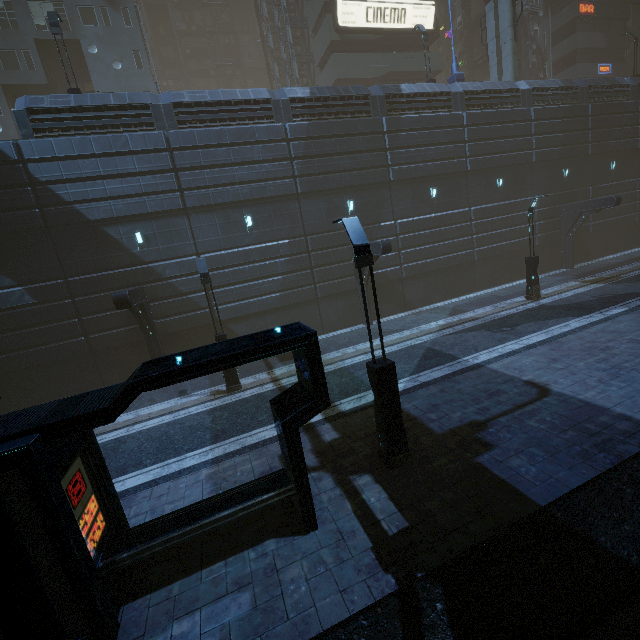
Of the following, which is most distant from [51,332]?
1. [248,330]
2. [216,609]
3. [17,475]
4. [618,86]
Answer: [618,86]

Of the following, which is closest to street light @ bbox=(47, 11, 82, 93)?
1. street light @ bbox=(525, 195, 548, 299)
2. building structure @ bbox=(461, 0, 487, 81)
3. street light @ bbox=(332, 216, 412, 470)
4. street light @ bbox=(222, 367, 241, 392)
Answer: street light @ bbox=(222, 367, 241, 392)

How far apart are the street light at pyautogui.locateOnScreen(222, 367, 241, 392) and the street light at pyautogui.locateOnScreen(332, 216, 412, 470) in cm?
726

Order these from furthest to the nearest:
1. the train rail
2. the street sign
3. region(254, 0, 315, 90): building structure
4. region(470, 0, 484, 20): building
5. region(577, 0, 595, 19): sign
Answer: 1. region(470, 0, 484, 20): building
2. region(577, 0, 595, 19): sign
3. region(254, 0, 315, 90): building structure
4. the street sign
5. the train rail

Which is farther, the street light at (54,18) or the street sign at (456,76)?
the street sign at (456,76)

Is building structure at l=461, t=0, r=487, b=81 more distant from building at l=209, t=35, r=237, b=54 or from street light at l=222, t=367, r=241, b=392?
street light at l=222, t=367, r=241, b=392

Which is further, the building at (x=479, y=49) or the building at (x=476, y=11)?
the building at (x=479, y=49)

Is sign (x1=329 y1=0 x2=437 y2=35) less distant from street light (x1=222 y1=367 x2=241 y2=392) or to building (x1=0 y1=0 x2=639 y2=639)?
building (x1=0 y1=0 x2=639 y2=639)
